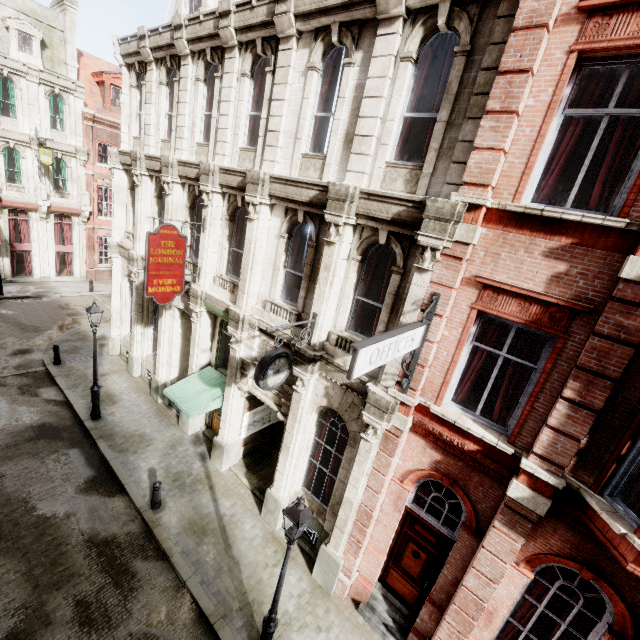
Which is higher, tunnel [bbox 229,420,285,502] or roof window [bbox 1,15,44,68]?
roof window [bbox 1,15,44,68]

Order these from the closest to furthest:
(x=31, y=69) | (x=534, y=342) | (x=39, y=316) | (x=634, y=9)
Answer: (x=634, y=9), (x=534, y=342), (x=39, y=316), (x=31, y=69)

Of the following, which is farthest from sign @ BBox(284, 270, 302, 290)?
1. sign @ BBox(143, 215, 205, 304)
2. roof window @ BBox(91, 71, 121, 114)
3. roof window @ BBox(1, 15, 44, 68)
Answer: roof window @ BBox(91, 71, 121, 114)

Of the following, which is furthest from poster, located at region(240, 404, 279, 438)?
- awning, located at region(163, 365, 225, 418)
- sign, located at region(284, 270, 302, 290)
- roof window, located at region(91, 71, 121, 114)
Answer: roof window, located at region(91, 71, 121, 114)

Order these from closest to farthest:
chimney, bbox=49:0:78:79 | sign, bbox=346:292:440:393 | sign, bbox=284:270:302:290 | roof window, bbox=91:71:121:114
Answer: sign, bbox=346:292:440:393, sign, bbox=284:270:302:290, chimney, bbox=49:0:78:79, roof window, bbox=91:71:121:114

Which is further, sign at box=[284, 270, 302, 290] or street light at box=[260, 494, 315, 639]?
sign at box=[284, 270, 302, 290]

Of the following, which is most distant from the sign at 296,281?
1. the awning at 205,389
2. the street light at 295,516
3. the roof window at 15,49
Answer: the roof window at 15,49

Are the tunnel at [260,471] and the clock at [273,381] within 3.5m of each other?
no
